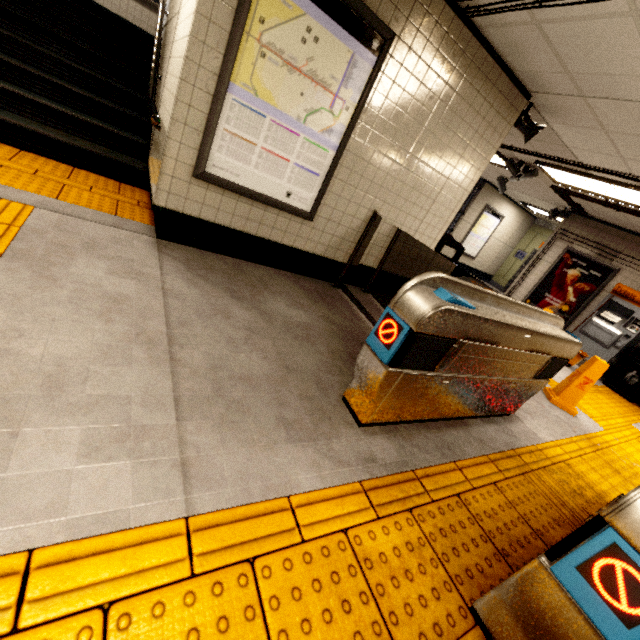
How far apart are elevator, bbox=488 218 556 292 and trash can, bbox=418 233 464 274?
9.0 meters

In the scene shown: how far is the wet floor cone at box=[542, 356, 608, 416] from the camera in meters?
4.1 m

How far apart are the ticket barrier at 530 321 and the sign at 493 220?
9.3 meters

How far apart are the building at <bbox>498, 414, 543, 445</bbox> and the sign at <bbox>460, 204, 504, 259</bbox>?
7.9m

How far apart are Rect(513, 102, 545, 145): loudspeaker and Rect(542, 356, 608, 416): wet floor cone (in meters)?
2.93

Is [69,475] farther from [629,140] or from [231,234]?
[629,140]

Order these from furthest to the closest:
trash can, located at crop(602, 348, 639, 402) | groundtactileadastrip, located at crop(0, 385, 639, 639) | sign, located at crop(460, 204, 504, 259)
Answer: sign, located at crop(460, 204, 504, 259) < trash can, located at crop(602, 348, 639, 402) < groundtactileadastrip, located at crop(0, 385, 639, 639)

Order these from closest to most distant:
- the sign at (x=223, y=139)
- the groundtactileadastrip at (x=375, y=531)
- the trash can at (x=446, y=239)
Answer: the groundtactileadastrip at (x=375, y=531) → the sign at (x=223, y=139) → the trash can at (x=446, y=239)
